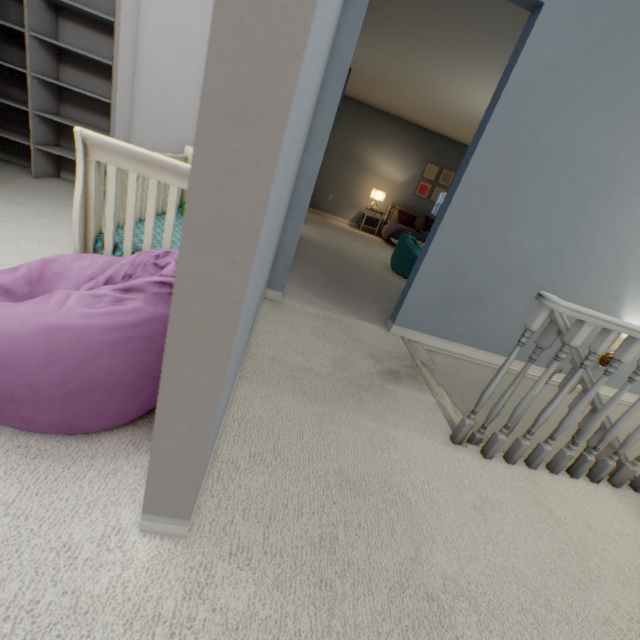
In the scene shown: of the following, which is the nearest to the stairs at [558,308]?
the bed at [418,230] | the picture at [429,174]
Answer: the bed at [418,230]

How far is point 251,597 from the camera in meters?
0.8

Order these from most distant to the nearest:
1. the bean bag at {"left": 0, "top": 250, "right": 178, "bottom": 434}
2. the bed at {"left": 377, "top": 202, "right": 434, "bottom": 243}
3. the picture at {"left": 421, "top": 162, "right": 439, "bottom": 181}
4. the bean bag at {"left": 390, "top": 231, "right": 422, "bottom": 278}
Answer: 1. the picture at {"left": 421, "top": 162, "right": 439, "bottom": 181}
2. the bed at {"left": 377, "top": 202, "right": 434, "bottom": 243}
3. the bean bag at {"left": 390, "top": 231, "right": 422, "bottom": 278}
4. the bean bag at {"left": 0, "top": 250, "right": 178, "bottom": 434}

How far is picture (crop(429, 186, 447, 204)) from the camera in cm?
777

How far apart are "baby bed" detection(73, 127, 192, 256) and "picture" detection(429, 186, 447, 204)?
6.39m

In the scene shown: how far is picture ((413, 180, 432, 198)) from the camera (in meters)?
7.70

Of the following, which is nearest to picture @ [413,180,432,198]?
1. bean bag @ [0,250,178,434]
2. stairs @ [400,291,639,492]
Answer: stairs @ [400,291,639,492]

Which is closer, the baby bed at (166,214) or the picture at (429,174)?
the baby bed at (166,214)
